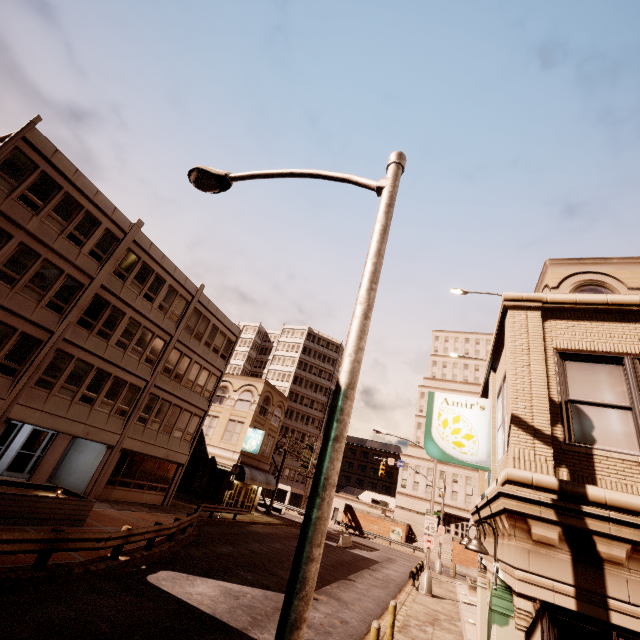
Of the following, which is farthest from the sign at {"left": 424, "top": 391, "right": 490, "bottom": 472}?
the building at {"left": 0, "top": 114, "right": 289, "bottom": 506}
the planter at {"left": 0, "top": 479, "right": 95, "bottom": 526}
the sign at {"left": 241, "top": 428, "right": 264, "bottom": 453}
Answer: the sign at {"left": 241, "top": 428, "right": 264, "bottom": 453}

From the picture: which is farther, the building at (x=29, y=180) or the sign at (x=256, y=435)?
the sign at (x=256, y=435)

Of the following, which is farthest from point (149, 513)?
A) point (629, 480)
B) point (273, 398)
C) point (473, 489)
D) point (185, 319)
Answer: point (473, 489)

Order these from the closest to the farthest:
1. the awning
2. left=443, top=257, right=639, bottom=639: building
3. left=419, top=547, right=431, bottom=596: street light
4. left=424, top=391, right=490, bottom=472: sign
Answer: left=443, top=257, right=639, bottom=639: building < left=424, top=391, right=490, bottom=472: sign < left=419, top=547, right=431, bottom=596: street light < the awning

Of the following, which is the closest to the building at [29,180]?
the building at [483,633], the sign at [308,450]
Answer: the sign at [308,450]

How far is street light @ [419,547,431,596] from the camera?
20.5m

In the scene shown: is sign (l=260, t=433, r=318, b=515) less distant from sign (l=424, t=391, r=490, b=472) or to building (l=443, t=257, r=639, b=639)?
building (l=443, t=257, r=639, b=639)

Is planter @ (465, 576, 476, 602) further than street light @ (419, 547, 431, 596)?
Yes
